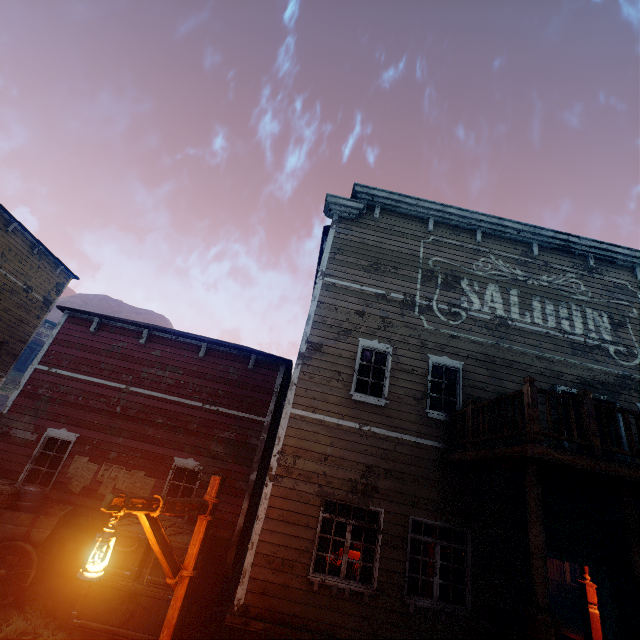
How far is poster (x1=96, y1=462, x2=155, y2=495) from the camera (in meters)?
9.33

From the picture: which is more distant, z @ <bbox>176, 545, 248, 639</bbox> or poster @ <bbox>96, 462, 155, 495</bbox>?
poster @ <bbox>96, 462, 155, 495</bbox>

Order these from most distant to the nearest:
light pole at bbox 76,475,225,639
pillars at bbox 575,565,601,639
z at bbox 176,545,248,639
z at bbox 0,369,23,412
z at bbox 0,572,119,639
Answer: z at bbox 0,369,23,412 < pillars at bbox 575,565,601,639 < z at bbox 176,545,248,639 < z at bbox 0,572,119,639 < light pole at bbox 76,475,225,639

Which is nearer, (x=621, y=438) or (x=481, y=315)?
(x=621, y=438)

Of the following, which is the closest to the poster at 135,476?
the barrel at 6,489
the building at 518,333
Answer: the building at 518,333

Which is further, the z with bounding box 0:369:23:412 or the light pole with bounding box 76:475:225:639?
the z with bounding box 0:369:23:412

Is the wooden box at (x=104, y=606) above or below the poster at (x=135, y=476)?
below

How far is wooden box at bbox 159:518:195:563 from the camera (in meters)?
7.23
